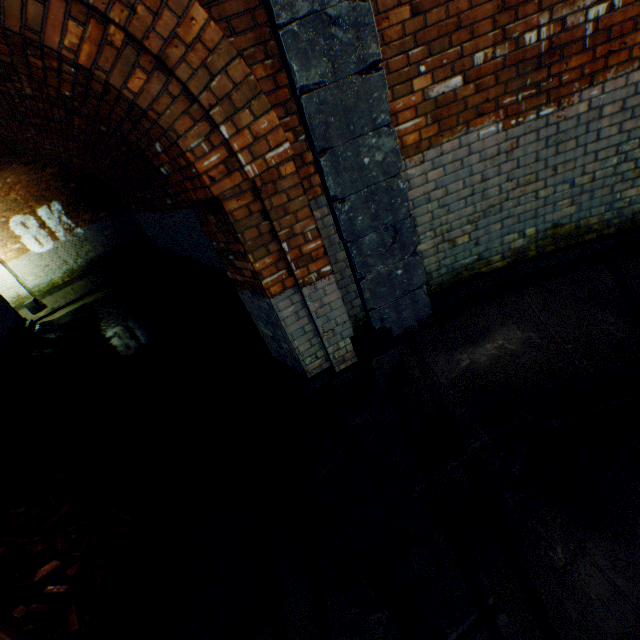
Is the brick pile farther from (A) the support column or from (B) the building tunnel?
(A) the support column

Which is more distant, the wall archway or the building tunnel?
the wall archway

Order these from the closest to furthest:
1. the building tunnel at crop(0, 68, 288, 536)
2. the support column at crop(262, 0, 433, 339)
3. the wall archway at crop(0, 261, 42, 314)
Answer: the support column at crop(262, 0, 433, 339) → the building tunnel at crop(0, 68, 288, 536) → the wall archway at crop(0, 261, 42, 314)

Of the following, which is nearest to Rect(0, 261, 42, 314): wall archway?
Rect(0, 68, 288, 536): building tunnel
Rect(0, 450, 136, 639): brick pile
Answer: Rect(0, 68, 288, 536): building tunnel

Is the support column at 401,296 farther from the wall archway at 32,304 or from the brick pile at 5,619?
the wall archway at 32,304

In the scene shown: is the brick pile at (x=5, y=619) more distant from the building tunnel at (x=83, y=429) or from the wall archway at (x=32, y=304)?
the wall archway at (x=32, y=304)

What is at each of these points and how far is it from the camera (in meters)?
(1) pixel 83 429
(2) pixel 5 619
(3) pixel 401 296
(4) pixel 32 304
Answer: (1) building tunnel, 5.17
(2) brick pile, 2.50
(3) support column, 3.30
(4) wall archway, 13.08

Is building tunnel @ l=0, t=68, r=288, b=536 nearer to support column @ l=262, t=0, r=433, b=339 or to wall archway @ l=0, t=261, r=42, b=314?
wall archway @ l=0, t=261, r=42, b=314
